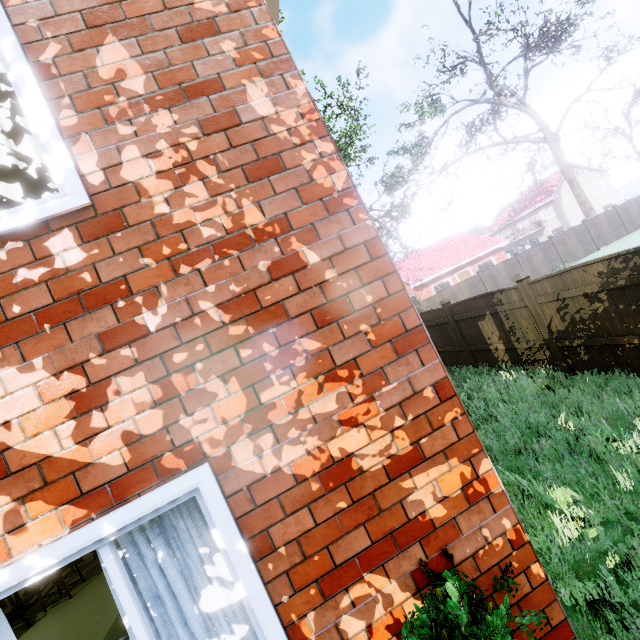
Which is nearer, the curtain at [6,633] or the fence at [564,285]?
the curtain at [6,633]

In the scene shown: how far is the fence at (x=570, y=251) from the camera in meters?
23.7

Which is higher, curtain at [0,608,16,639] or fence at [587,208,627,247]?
curtain at [0,608,16,639]

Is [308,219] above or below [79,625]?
above

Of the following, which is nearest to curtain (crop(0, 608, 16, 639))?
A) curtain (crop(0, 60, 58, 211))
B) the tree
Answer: curtain (crop(0, 60, 58, 211))

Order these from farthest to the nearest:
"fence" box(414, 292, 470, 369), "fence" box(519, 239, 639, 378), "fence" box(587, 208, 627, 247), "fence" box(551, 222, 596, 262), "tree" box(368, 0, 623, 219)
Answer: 1. "tree" box(368, 0, 623, 219)
2. "fence" box(587, 208, 627, 247)
3. "fence" box(551, 222, 596, 262)
4. "fence" box(414, 292, 470, 369)
5. "fence" box(519, 239, 639, 378)

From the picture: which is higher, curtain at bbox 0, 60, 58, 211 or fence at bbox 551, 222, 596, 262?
curtain at bbox 0, 60, 58, 211
